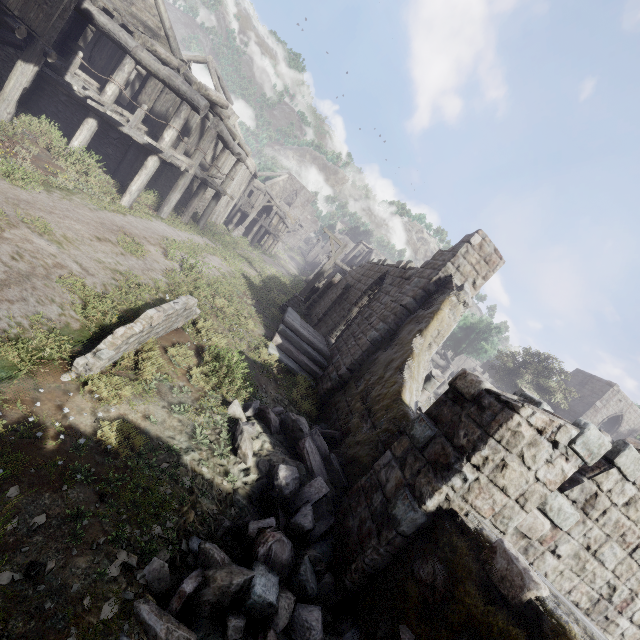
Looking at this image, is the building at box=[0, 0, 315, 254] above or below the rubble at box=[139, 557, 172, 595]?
above

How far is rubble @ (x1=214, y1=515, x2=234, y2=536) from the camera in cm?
436

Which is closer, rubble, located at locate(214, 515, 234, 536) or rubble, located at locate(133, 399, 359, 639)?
rubble, located at locate(133, 399, 359, 639)

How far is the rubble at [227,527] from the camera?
4.36m

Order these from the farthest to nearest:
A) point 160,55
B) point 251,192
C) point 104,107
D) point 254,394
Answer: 1. point 251,192
2. point 160,55
3. point 104,107
4. point 254,394

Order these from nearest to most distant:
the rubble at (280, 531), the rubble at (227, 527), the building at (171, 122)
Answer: the rubble at (280, 531) < the rubble at (227, 527) < the building at (171, 122)

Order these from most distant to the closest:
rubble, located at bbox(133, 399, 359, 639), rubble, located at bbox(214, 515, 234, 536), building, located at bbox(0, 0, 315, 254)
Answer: building, located at bbox(0, 0, 315, 254)
rubble, located at bbox(214, 515, 234, 536)
rubble, located at bbox(133, 399, 359, 639)
